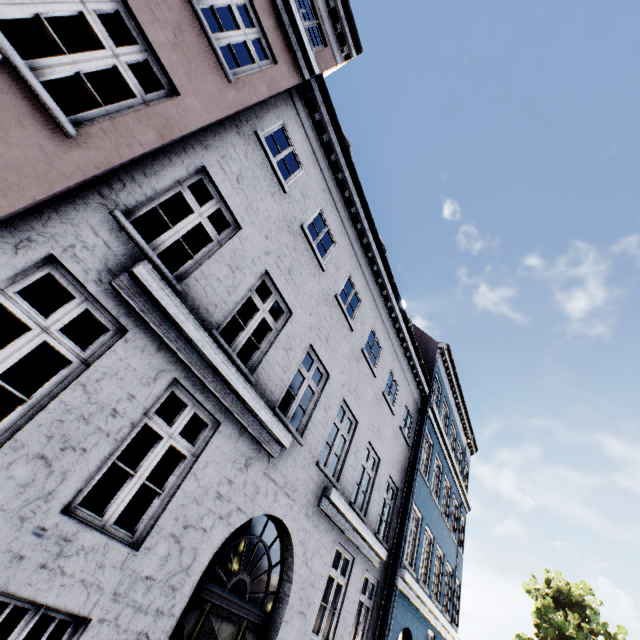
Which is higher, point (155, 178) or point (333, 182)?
point (333, 182)

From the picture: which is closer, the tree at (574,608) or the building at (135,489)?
the building at (135,489)

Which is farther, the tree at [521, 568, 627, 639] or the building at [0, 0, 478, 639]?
the tree at [521, 568, 627, 639]
